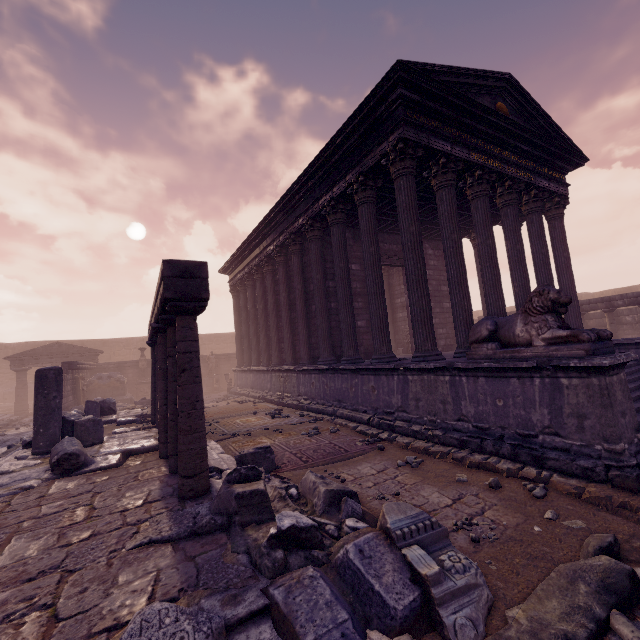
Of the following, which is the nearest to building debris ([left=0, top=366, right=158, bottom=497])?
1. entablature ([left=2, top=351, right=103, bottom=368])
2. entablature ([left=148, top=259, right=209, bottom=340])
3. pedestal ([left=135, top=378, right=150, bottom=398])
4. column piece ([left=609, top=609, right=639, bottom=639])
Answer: entablature ([left=148, top=259, right=209, bottom=340])

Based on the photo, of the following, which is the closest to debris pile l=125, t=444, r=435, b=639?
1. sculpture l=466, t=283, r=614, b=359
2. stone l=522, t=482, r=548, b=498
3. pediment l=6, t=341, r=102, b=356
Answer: stone l=522, t=482, r=548, b=498

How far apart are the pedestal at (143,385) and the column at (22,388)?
5.5m

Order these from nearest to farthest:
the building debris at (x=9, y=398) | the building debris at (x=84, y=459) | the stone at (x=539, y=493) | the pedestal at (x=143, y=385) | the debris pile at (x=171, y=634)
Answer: the debris pile at (x=171, y=634) → the stone at (x=539, y=493) → the building debris at (x=84, y=459) → the pedestal at (x=143, y=385) → the building debris at (x=9, y=398)

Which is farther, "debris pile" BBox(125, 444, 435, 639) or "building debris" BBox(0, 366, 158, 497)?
"building debris" BBox(0, 366, 158, 497)

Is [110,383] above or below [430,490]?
above

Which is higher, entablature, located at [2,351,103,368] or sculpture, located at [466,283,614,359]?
entablature, located at [2,351,103,368]

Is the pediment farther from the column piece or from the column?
the column piece
